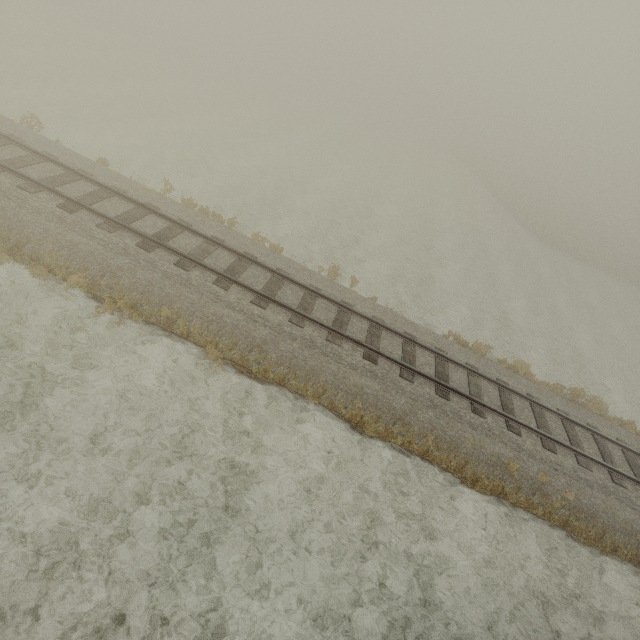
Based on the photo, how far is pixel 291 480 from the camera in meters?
8.3 m
